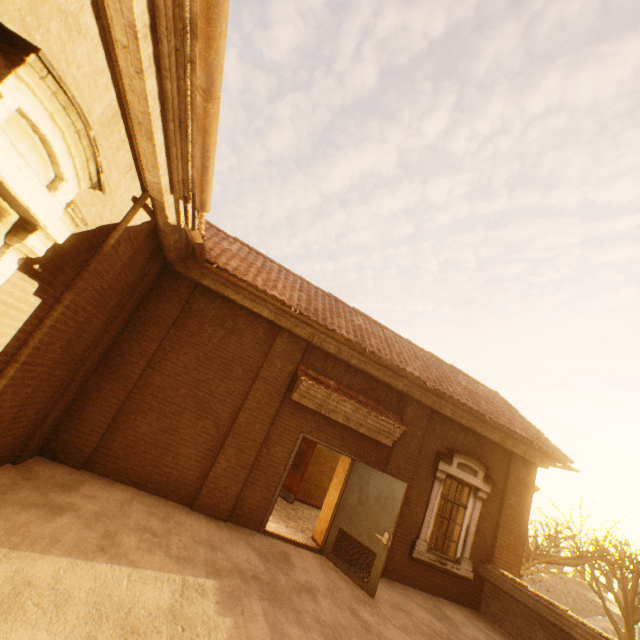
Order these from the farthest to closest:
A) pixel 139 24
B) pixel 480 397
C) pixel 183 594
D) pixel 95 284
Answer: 1. pixel 480 397
2. pixel 95 284
3. pixel 183 594
4. pixel 139 24

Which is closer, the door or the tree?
the door

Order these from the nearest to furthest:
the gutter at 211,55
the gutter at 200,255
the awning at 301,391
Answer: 1. the gutter at 211,55
2. the gutter at 200,255
3. the awning at 301,391

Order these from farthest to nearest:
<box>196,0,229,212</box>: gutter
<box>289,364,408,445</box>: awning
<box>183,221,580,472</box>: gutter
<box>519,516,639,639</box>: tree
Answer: <box>519,516,639,639</box>: tree, <box>289,364,408,445</box>: awning, <box>183,221,580,472</box>: gutter, <box>196,0,229,212</box>: gutter

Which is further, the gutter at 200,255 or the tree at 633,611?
the tree at 633,611

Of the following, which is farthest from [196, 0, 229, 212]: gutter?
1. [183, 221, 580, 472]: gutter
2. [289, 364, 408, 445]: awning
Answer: [289, 364, 408, 445]: awning

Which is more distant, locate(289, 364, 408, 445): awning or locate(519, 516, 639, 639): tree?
locate(519, 516, 639, 639): tree

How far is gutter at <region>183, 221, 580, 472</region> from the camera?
6.0 meters
